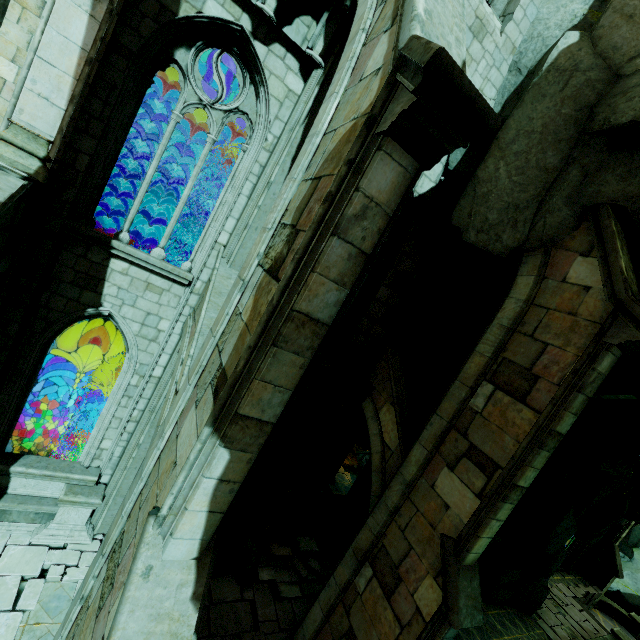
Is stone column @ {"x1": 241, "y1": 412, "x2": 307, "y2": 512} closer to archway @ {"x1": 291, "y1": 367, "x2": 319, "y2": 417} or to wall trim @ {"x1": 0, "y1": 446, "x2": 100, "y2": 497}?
archway @ {"x1": 291, "y1": 367, "x2": 319, "y2": 417}

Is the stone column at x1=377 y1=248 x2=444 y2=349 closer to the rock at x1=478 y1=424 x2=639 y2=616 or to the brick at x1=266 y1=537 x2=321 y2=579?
the rock at x1=478 y1=424 x2=639 y2=616

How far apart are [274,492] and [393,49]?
11.3m

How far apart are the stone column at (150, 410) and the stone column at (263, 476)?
3.30m

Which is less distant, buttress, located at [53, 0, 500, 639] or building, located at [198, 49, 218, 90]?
buttress, located at [53, 0, 500, 639]

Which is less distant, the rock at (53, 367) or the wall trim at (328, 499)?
the rock at (53, 367)

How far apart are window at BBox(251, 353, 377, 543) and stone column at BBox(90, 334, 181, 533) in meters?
4.1

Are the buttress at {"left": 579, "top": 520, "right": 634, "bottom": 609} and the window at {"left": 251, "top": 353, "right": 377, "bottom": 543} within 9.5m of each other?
no
